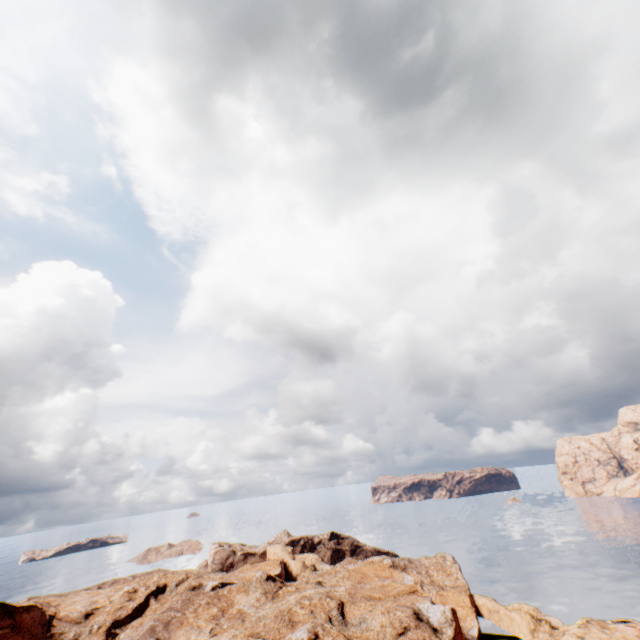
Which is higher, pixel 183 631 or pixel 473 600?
pixel 183 631
